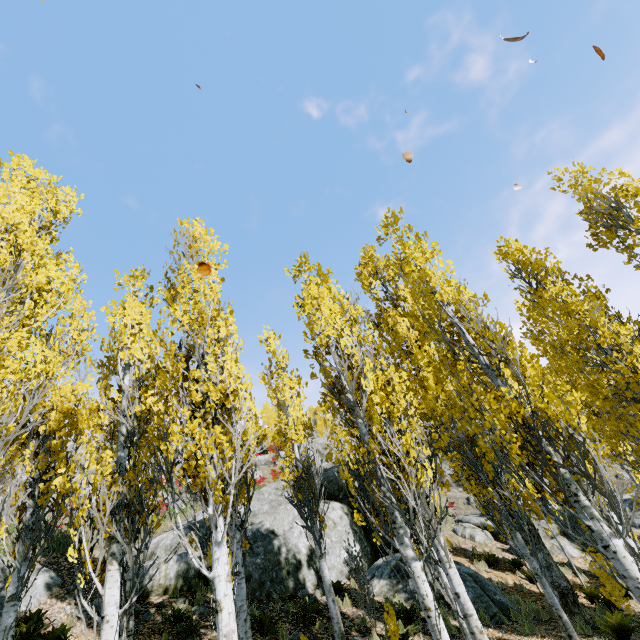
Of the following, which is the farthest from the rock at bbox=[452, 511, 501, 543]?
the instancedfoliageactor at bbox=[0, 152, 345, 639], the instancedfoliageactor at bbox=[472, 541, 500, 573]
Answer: the instancedfoliageactor at bbox=[472, 541, 500, 573]

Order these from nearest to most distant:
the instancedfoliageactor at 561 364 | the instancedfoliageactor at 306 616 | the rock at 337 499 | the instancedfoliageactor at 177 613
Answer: the instancedfoliageactor at 561 364
the instancedfoliageactor at 177 613
the instancedfoliageactor at 306 616
the rock at 337 499

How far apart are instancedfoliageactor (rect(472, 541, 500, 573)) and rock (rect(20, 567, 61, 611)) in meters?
16.0

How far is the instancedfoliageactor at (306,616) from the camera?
9.0 meters

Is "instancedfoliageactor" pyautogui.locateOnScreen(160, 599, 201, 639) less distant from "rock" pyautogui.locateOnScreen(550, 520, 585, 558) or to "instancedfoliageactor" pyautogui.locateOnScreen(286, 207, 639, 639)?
"instancedfoliageactor" pyautogui.locateOnScreen(286, 207, 639, 639)

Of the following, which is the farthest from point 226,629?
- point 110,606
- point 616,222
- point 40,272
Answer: point 616,222

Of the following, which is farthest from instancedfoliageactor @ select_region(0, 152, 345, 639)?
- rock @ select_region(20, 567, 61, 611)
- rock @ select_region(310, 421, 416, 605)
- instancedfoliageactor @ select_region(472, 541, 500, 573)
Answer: rock @ select_region(20, 567, 61, 611)

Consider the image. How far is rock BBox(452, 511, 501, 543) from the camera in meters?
17.1 m
